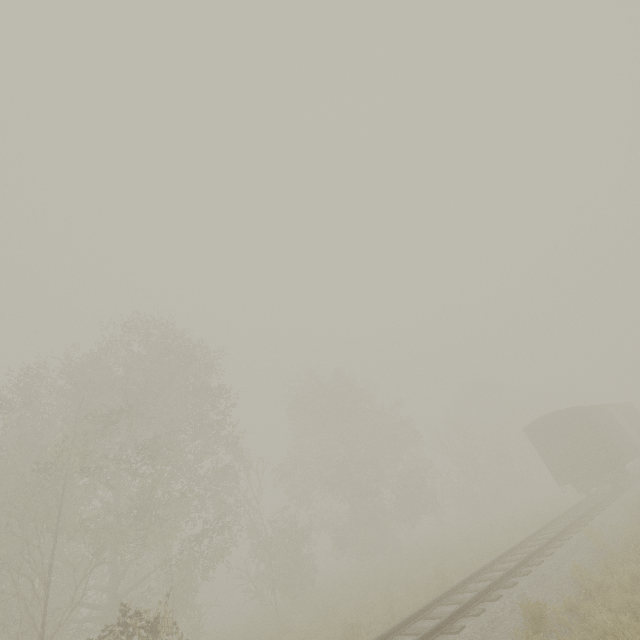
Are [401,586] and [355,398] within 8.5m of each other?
no

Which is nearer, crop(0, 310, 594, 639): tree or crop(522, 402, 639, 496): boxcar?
crop(0, 310, 594, 639): tree

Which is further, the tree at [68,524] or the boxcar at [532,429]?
the boxcar at [532,429]
